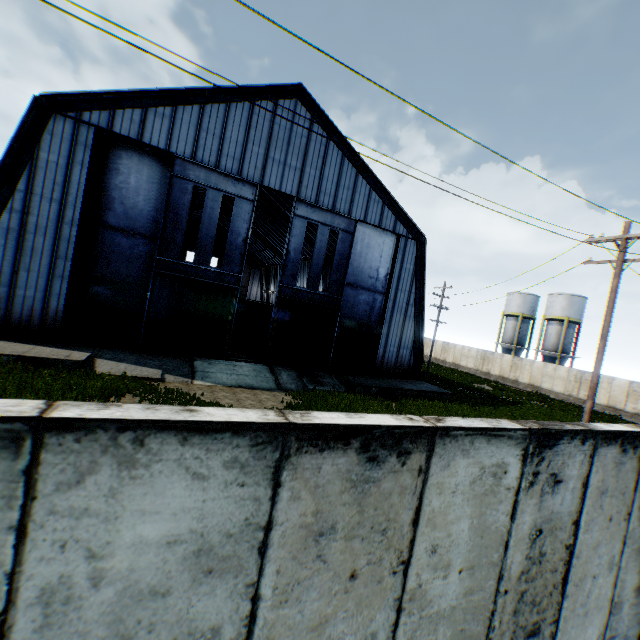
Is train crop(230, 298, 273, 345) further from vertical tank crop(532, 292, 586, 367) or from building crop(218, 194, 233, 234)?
vertical tank crop(532, 292, 586, 367)

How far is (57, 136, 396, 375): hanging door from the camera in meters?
16.5

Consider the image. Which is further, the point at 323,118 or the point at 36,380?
the point at 323,118

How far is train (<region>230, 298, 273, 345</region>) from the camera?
27.1 meters

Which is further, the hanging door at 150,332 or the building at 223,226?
the building at 223,226

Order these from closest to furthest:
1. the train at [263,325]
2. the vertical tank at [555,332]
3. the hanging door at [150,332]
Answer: the hanging door at [150,332] → the train at [263,325] → the vertical tank at [555,332]

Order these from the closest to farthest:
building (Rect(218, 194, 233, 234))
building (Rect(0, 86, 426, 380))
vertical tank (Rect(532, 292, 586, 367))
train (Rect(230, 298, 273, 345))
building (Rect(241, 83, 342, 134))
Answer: building (Rect(0, 86, 426, 380)) → building (Rect(241, 83, 342, 134)) → train (Rect(230, 298, 273, 345)) → vertical tank (Rect(532, 292, 586, 367)) → building (Rect(218, 194, 233, 234))
